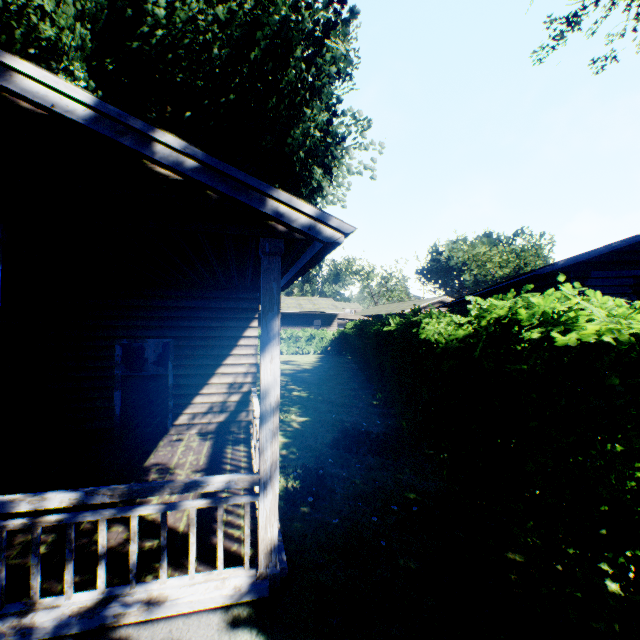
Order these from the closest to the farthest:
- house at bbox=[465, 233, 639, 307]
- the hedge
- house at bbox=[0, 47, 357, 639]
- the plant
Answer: the hedge, house at bbox=[0, 47, 357, 639], house at bbox=[465, 233, 639, 307], the plant

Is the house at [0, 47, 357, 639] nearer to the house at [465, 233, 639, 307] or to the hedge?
the hedge

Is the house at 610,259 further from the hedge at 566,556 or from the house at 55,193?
the house at 55,193

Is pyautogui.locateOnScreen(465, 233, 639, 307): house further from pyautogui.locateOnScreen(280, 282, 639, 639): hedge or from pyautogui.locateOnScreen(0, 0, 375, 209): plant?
pyautogui.locateOnScreen(0, 0, 375, 209): plant

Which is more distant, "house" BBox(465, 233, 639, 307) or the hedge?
"house" BBox(465, 233, 639, 307)

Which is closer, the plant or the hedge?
the hedge

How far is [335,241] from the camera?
2.9m

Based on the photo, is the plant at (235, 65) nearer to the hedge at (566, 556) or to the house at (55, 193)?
the house at (55, 193)
